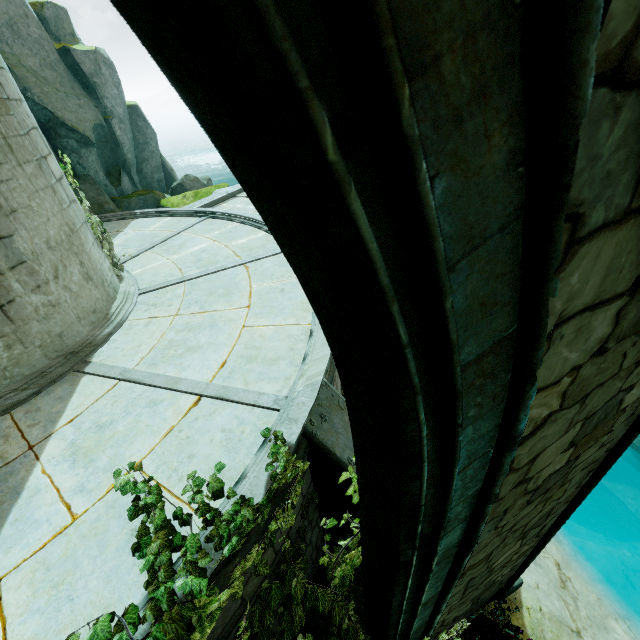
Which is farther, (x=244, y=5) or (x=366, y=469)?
(x=366, y=469)

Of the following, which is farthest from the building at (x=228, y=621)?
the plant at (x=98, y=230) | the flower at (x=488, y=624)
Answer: the flower at (x=488, y=624)

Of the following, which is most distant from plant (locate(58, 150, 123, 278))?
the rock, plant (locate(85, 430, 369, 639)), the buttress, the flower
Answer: the flower

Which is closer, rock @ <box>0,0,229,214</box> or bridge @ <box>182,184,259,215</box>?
rock @ <box>0,0,229,214</box>

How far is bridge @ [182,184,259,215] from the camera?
11.85m

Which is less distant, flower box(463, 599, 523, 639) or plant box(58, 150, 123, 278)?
flower box(463, 599, 523, 639)

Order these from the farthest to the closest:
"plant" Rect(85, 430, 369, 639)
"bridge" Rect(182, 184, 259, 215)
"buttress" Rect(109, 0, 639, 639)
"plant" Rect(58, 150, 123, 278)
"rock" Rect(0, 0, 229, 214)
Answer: "bridge" Rect(182, 184, 259, 215) < "rock" Rect(0, 0, 229, 214) < "plant" Rect(58, 150, 123, 278) < "plant" Rect(85, 430, 369, 639) < "buttress" Rect(109, 0, 639, 639)

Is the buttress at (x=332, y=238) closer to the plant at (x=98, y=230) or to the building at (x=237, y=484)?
the building at (x=237, y=484)
